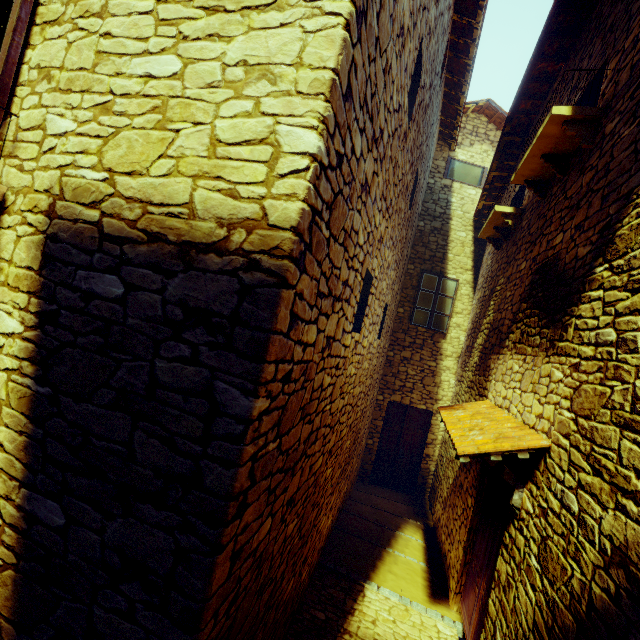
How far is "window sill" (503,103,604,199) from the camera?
3.4m

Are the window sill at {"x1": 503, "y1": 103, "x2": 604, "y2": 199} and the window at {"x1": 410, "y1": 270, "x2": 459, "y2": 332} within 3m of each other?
no

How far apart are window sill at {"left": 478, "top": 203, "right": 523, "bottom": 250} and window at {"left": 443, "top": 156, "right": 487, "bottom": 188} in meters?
3.1

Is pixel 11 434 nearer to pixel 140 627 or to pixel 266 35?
pixel 140 627

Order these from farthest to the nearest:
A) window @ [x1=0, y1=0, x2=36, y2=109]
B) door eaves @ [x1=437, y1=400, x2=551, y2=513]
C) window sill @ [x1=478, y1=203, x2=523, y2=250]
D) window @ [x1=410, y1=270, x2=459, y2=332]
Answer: window @ [x1=410, y1=270, x2=459, y2=332] → window sill @ [x1=478, y1=203, x2=523, y2=250] → door eaves @ [x1=437, y1=400, x2=551, y2=513] → window @ [x1=0, y1=0, x2=36, y2=109]

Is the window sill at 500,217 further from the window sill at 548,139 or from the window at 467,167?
the window at 467,167

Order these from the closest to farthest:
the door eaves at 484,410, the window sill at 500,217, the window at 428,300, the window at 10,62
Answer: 1. the window at 10,62
2. the door eaves at 484,410
3. the window sill at 500,217
4. the window at 428,300

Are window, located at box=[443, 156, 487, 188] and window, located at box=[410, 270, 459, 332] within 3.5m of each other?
yes
